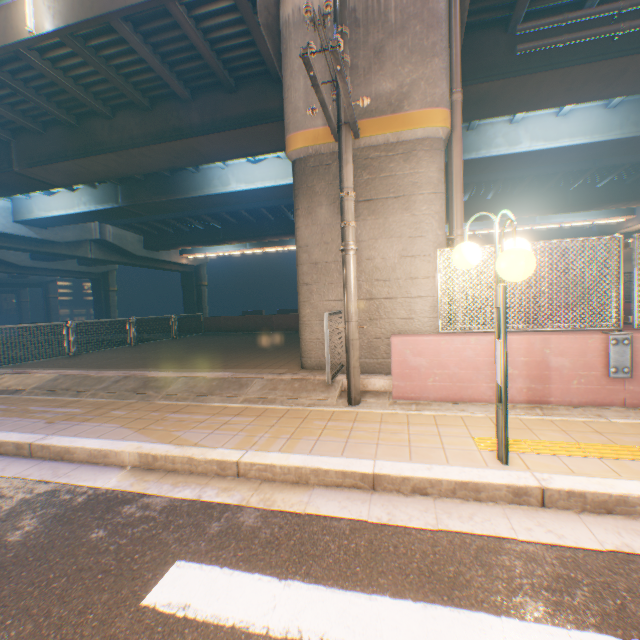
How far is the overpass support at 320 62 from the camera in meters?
6.3 m

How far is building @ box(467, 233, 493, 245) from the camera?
44.1 meters

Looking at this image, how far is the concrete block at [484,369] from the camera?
4.6 meters

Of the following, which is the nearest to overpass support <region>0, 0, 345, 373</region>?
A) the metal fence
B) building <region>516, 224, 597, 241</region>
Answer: the metal fence

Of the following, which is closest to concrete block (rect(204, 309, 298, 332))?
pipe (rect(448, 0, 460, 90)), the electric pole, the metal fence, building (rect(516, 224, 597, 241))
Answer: the metal fence

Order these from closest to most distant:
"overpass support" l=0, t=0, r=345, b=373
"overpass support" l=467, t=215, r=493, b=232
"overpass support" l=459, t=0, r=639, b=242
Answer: "overpass support" l=0, t=0, r=345, b=373
"overpass support" l=459, t=0, r=639, b=242
"overpass support" l=467, t=215, r=493, b=232

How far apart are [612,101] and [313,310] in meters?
15.6
